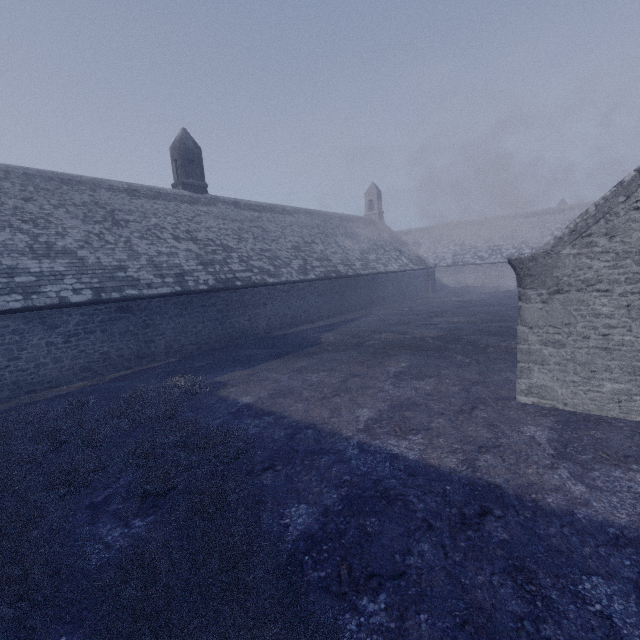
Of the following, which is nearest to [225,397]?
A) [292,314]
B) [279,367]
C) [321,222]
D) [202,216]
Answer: [279,367]
